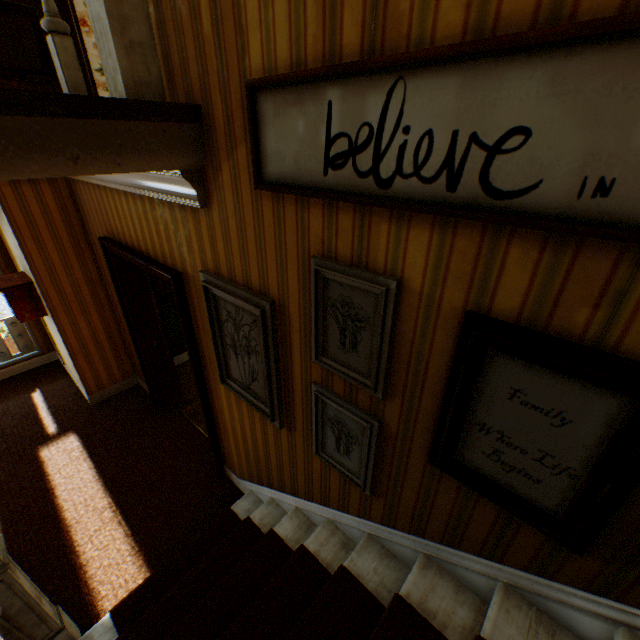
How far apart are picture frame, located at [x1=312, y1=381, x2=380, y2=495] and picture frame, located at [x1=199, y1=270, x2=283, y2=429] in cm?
33

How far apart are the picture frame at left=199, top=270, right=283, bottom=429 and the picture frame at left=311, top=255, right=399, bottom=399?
0.32m

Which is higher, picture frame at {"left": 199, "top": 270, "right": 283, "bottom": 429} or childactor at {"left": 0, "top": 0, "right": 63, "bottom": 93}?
childactor at {"left": 0, "top": 0, "right": 63, "bottom": 93}

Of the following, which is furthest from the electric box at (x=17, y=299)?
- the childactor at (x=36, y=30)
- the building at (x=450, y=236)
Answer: the childactor at (x=36, y=30)

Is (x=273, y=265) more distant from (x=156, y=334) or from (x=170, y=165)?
(x=156, y=334)

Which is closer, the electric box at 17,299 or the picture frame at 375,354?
the picture frame at 375,354

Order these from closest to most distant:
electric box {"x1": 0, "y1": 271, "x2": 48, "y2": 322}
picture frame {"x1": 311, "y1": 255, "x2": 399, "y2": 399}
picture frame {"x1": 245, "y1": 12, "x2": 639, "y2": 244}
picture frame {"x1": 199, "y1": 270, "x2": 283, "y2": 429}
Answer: picture frame {"x1": 245, "y1": 12, "x2": 639, "y2": 244} → picture frame {"x1": 311, "y1": 255, "x2": 399, "y2": 399} → picture frame {"x1": 199, "y1": 270, "x2": 283, "y2": 429} → electric box {"x1": 0, "y1": 271, "x2": 48, "y2": 322}

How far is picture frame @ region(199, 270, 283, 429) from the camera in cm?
192
